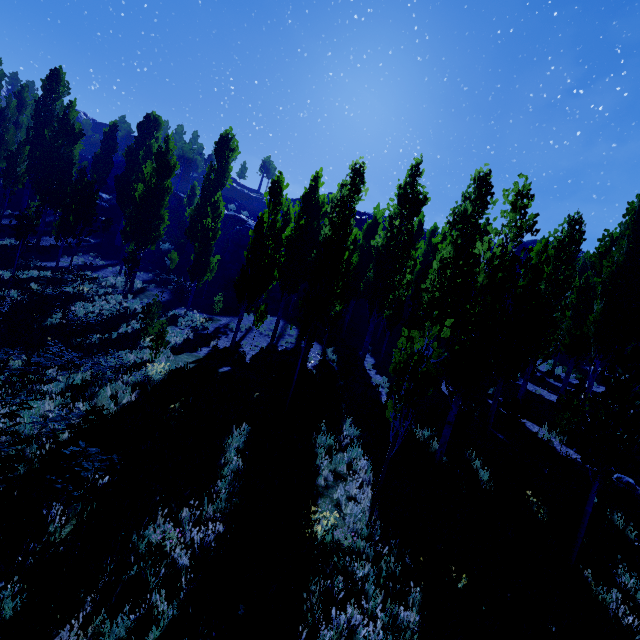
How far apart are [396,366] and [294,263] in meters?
15.3

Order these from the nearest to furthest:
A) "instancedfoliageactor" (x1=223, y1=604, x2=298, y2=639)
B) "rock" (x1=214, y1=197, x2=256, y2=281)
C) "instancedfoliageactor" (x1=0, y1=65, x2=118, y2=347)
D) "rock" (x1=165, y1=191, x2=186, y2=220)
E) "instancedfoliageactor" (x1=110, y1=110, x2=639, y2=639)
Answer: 1. "instancedfoliageactor" (x1=223, y1=604, x2=298, y2=639)
2. "instancedfoliageactor" (x1=110, y1=110, x2=639, y2=639)
3. "instancedfoliageactor" (x1=0, y1=65, x2=118, y2=347)
4. "rock" (x1=214, y1=197, x2=256, y2=281)
5. "rock" (x1=165, y1=191, x2=186, y2=220)

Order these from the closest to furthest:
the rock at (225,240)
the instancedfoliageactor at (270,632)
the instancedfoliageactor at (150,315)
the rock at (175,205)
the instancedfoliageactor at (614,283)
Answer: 1. the instancedfoliageactor at (270,632)
2. the instancedfoliageactor at (614,283)
3. the instancedfoliageactor at (150,315)
4. the rock at (225,240)
5. the rock at (175,205)

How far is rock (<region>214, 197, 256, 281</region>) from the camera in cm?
3538

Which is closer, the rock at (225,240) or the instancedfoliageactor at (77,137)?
the instancedfoliageactor at (77,137)

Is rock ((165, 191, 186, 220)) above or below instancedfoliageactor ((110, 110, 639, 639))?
above

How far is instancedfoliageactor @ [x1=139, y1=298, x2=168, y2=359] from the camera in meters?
12.5
